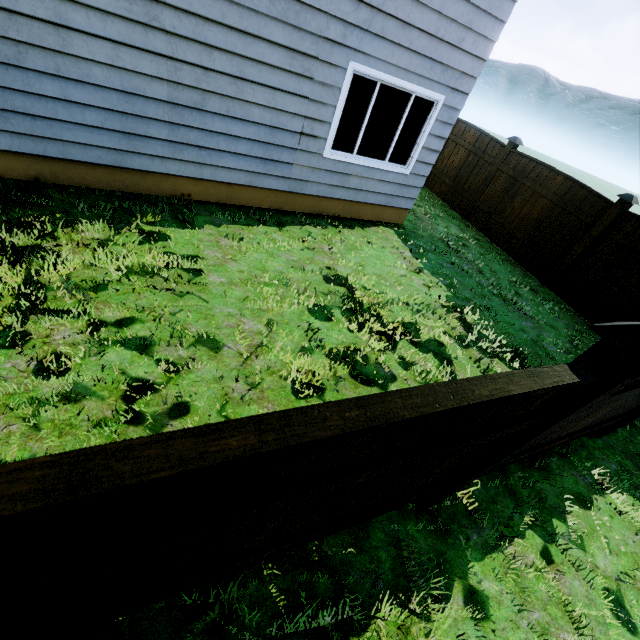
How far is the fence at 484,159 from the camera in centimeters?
875cm

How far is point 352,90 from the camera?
5.2m

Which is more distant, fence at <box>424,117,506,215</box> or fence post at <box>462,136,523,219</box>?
fence at <box>424,117,506,215</box>

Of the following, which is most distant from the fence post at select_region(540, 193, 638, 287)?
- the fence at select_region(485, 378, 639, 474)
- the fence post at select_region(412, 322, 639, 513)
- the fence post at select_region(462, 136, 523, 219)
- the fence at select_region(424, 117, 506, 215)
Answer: the fence post at select_region(412, 322, 639, 513)

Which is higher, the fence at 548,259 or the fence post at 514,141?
the fence post at 514,141

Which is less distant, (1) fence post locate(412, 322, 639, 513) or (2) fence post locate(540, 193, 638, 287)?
(1) fence post locate(412, 322, 639, 513)

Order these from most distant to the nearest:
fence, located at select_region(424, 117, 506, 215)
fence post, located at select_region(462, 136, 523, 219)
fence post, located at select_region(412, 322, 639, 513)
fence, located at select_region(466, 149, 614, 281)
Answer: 1. fence, located at select_region(424, 117, 506, 215)
2. fence post, located at select_region(462, 136, 523, 219)
3. fence, located at select_region(466, 149, 614, 281)
4. fence post, located at select_region(412, 322, 639, 513)

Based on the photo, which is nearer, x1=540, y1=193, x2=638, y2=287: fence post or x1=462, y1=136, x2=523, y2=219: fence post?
x1=540, y1=193, x2=638, y2=287: fence post
